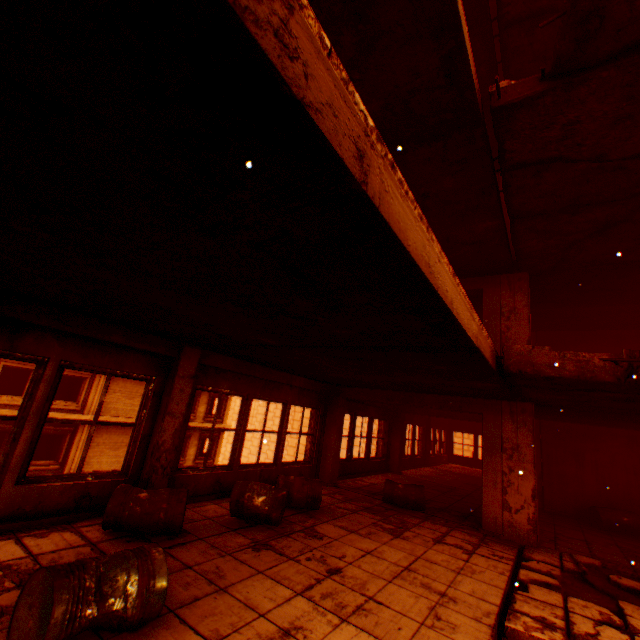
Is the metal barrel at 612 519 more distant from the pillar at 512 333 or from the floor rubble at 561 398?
the floor rubble at 561 398

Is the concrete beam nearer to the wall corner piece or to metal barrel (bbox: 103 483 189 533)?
the wall corner piece

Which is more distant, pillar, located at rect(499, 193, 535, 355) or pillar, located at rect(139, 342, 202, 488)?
pillar, located at rect(499, 193, 535, 355)

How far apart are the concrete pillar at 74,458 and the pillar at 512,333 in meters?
20.4

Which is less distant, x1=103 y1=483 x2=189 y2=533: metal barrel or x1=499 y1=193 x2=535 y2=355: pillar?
x1=103 y1=483 x2=189 y2=533: metal barrel

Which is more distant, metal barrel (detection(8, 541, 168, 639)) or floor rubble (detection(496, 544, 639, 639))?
floor rubble (detection(496, 544, 639, 639))

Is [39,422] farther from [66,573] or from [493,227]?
[493,227]

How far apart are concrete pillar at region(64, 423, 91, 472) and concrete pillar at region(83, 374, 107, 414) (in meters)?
0.39
